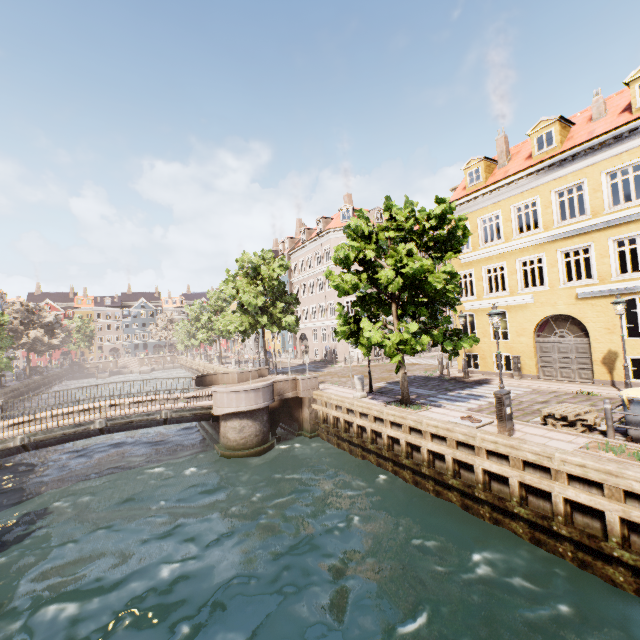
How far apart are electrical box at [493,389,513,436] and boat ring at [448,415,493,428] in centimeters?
78cm

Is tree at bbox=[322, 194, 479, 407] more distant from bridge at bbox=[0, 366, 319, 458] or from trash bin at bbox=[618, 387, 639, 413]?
trash bin at bbox=[618, 387, 639, 413]

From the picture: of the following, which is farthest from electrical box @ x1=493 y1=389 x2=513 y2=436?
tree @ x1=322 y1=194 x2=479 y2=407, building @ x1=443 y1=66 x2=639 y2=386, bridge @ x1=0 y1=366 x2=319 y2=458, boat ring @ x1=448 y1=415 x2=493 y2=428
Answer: building @ x1=443 y1=66 x2=639 y2=386

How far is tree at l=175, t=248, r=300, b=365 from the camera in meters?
24.5

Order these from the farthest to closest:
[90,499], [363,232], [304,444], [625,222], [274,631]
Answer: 1. [304,444]
2. [625,222]
3. [363,232]
4. [90,499]
5. [274,631]

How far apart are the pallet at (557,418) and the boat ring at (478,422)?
1.4 meters

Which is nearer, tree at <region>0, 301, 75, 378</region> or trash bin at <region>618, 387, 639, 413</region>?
trash bin at <region>618, 387, 639, 413</region>

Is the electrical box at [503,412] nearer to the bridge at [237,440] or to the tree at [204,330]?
the tree at [204,330]
